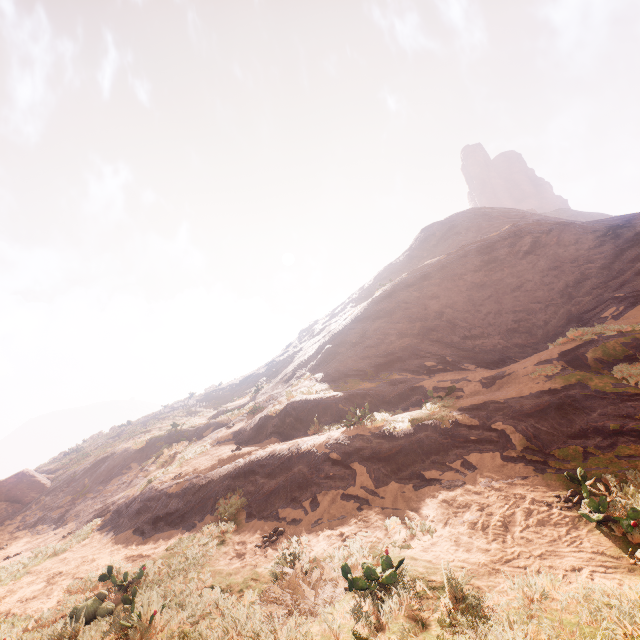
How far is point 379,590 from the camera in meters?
3.6

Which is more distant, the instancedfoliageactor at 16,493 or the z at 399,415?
the instancedfoliageactor at 16,493

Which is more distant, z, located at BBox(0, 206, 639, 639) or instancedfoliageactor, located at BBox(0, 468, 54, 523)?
instancedfoliageactor, located at BBox(0, 468, 54, 523)
